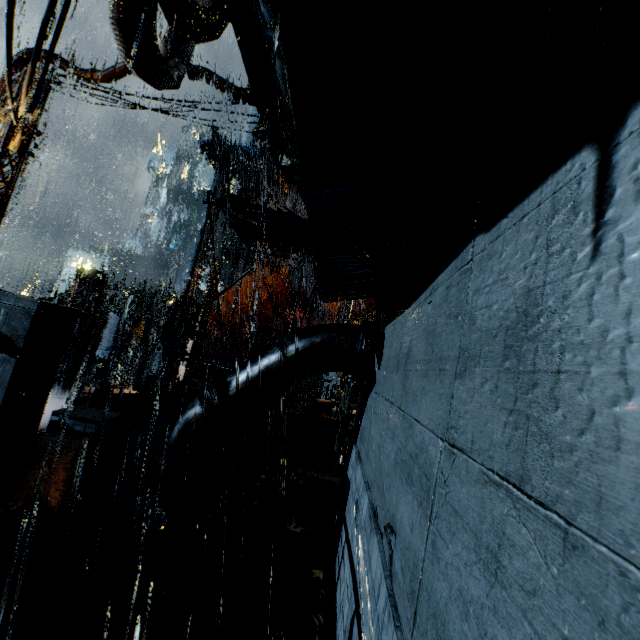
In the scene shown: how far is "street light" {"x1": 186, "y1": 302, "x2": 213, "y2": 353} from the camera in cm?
1720

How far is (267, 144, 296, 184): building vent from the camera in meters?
7.7

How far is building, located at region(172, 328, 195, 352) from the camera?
34.0m

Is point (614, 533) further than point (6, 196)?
No

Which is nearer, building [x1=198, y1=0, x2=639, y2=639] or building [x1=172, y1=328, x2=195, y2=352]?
building [x1=198, y1=0, x2=639, y2=639]

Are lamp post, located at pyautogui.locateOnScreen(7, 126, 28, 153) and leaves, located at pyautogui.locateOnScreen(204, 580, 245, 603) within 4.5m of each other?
no

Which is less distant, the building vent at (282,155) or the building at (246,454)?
the building vent at (282,155)

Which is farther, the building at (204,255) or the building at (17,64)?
the building at (204,255)
